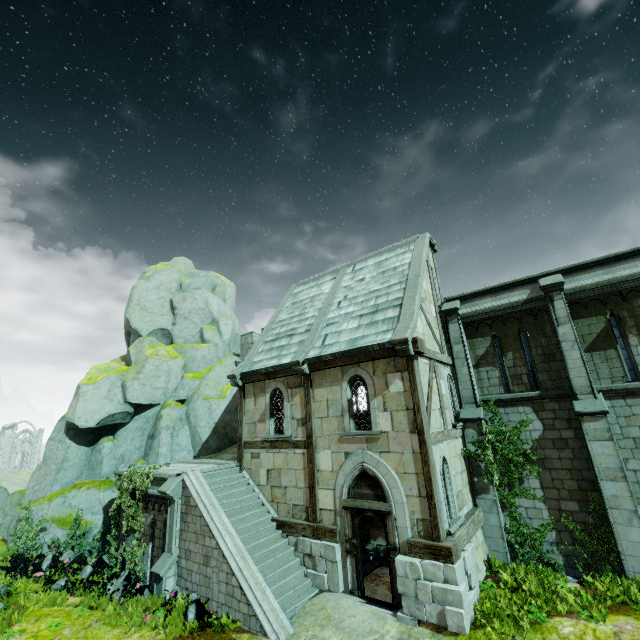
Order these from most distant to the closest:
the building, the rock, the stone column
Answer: the rock
the stone column
the building

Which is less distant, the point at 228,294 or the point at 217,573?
the point at 217,573

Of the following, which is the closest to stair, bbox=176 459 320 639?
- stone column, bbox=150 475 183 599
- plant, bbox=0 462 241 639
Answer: stone column, bbox=150 475 183 599

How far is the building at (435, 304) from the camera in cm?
898

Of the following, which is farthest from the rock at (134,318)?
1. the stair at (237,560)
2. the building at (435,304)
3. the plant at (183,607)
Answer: the plant at (183,607)

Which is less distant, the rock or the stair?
the stair

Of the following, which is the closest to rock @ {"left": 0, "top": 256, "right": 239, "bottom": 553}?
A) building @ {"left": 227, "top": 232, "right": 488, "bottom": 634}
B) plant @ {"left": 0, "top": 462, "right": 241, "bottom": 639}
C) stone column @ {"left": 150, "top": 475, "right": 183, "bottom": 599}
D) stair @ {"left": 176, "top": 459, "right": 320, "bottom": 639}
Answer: stair @ {"left": 176, "top": 459, "right": 320, "bottom": 639}
